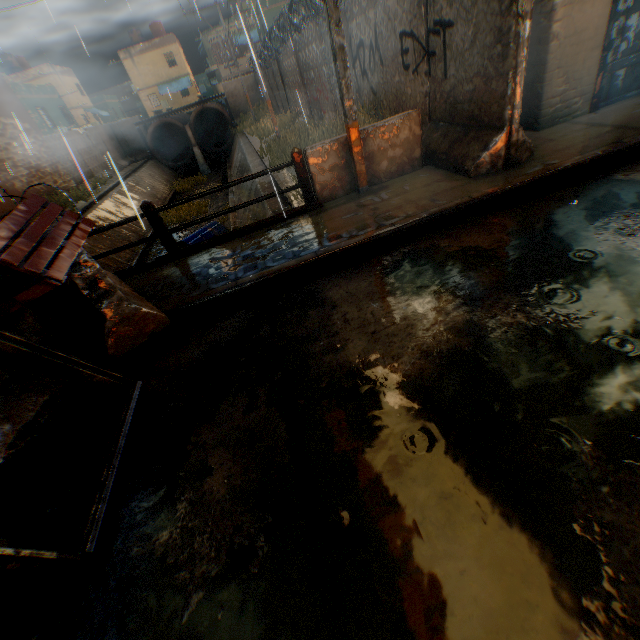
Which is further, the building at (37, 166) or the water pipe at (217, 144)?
the water pipe at (217, 144)

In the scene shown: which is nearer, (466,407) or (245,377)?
(466,407)

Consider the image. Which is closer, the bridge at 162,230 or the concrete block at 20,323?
the concrete block at 20,323

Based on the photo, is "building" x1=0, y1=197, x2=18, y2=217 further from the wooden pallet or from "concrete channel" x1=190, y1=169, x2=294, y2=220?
the wooden pallet

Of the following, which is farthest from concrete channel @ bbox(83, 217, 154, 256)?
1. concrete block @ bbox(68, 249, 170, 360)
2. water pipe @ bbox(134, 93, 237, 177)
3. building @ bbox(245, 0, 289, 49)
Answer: building @ bbox(245, 0, 289, 49)

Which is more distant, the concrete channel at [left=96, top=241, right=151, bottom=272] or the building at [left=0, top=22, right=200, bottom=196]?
the building at [left=0, top=22, right=200, bottom=196]

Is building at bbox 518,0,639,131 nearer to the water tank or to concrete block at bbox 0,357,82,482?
concrete block at bbox 0,357,82,482

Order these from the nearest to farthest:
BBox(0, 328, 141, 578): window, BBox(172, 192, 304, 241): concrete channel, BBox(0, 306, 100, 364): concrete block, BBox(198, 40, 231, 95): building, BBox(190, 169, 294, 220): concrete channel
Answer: BBox(0, 328, 141, 578): window → BBox(0, 306, 100, 364): concrete block → BBox(172, 192, 304, 241): concrete channel → BBox(190, 169, 294, 220): concrete channel → BBox(198, 40, 231, 95): building
